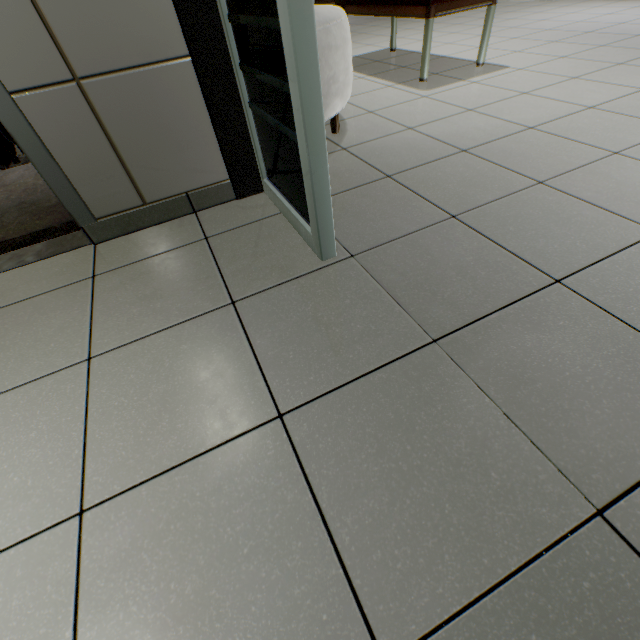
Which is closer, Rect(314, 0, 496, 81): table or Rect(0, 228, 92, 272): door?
Rect(0, 228, 92, 272): door

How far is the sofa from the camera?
1.7 meters

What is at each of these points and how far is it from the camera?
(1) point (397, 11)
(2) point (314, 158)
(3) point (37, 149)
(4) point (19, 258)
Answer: (1) table, 2.8 meters
(2) doorway, 1.0 meters
(3) door, 1.3 meters
(4) door, 1.6 meters

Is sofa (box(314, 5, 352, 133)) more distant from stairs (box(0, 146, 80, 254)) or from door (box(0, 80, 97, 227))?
door (box(0, 80, 97, 227))

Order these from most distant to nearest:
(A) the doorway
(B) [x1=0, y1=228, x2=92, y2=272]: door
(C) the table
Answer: (C) the table < (B) [x1=0, y1=228, x2=92, y2=272]: door < (A) the doorway

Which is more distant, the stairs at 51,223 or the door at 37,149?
the stairs at 51,223

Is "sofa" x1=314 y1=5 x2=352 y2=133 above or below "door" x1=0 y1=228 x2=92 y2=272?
above

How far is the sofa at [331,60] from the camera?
1.70m
